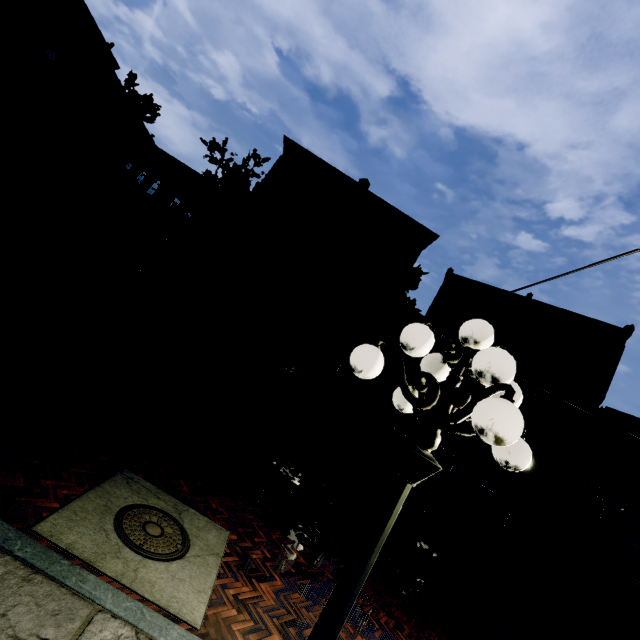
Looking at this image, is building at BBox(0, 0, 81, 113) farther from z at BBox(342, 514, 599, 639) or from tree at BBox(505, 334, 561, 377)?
z at BBox(342, 514, 599, 639)

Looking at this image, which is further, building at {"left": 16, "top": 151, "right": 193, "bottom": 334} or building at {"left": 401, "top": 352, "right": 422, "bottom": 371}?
building at {"left": 401, "top": 352, "right": 422, "bottom": 371}

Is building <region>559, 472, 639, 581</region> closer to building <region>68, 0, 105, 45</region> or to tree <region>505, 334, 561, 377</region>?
tree <region>505, 334, 561, 377</region>

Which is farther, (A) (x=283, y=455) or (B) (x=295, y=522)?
(A) (x=283, y=455)

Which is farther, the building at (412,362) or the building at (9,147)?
the building at (412,362)

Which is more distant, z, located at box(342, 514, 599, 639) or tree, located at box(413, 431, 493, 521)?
tree, located at box(413, 431, 493, 521)

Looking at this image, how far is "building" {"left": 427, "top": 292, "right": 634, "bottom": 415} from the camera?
17.5 meters

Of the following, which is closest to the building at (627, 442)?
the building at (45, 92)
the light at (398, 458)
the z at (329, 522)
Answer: the z at (329, 522)
